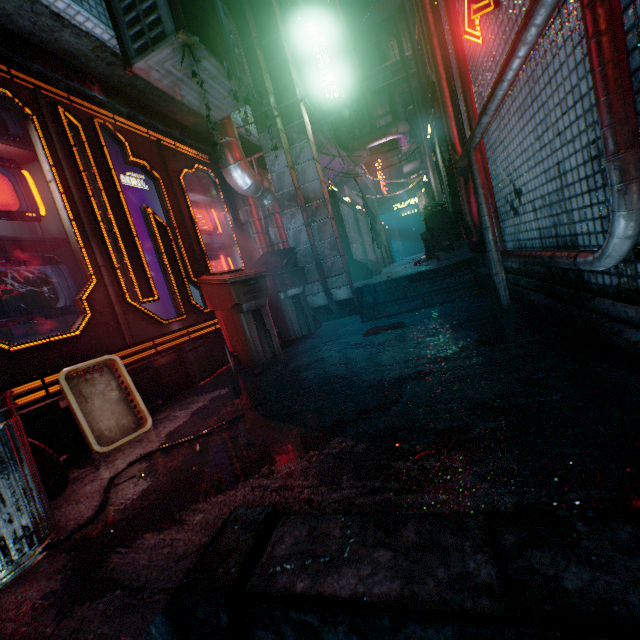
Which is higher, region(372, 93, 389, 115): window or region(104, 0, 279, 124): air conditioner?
region(372, 93, 389, 115): window

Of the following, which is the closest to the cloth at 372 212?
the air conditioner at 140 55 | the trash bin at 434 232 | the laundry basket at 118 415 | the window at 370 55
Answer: the trash bin at 434 232

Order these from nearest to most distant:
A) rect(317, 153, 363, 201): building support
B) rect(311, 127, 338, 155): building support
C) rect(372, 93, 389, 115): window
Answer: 1. rect(311, 127, 338, 155): building support
2. rect(317, 153, 363, 201): building support
3. rect(372, 93, 389, 115): window

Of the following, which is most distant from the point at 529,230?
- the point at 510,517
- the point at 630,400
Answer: the point at 510,517

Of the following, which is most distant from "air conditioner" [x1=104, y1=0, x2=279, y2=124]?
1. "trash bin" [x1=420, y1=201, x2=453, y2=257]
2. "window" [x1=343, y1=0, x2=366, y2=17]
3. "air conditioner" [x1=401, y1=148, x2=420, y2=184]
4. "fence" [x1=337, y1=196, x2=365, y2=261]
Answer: "window" [x1=343, y1=0, x2=366, y2=17]

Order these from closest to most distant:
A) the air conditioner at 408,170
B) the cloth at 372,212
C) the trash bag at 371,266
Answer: the cloth at 372,212
the trash bag at 371,266
the air conditioner at 408,170

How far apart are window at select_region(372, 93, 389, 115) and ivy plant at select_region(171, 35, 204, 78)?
19.01m

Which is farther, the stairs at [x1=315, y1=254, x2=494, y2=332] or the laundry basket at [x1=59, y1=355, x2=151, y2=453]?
the stairs at [x1=315, y1=254, x2=494, y2=332]
